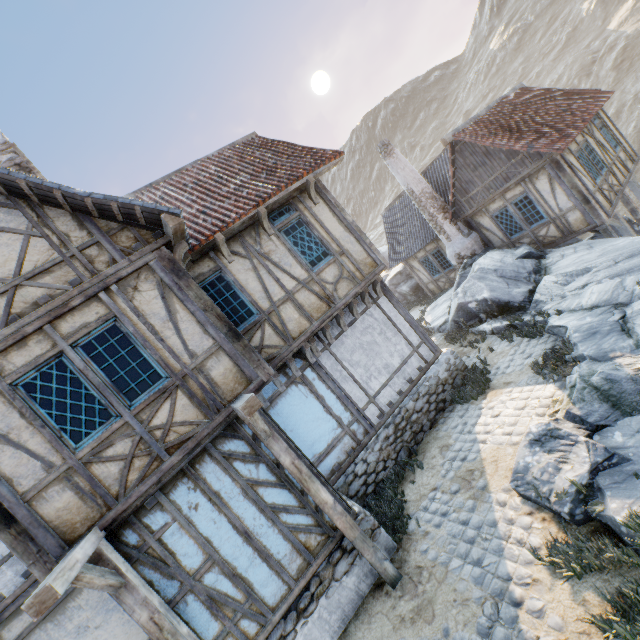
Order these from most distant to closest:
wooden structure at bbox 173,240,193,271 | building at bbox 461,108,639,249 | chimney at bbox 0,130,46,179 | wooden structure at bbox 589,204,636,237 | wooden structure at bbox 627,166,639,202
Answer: wooden structure at bbox 627,166,639,202
wooden structure at bbox 589,204,636,237
building at bbox 461,108,639,249
chimney at bbox 0,130,46,179
wooden structure at bbox 173,240,193,271

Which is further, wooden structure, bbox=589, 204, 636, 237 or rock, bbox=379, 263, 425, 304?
rock, bbox=379, 263, 425, 304

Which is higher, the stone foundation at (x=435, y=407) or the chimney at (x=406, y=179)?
the chimney at (x=406, y=179)

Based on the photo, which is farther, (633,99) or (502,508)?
(633,99)

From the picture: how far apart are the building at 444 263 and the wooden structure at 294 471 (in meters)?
14.09

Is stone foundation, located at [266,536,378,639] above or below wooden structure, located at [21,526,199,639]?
below

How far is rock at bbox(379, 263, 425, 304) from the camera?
21.50m

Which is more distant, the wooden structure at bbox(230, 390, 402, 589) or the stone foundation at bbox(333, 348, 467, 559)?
the stone foundation at bbox(333, 348, 467, 559)
